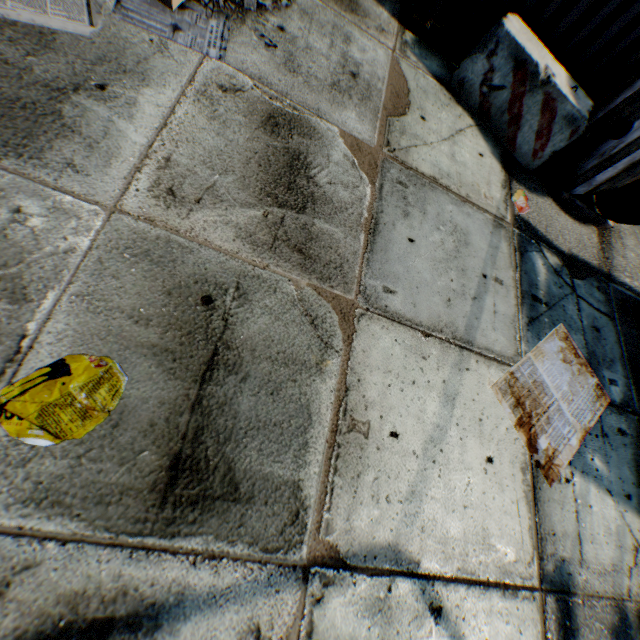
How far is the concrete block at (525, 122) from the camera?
4.12m

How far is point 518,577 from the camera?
2.6m

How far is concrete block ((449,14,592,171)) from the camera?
4.1m
